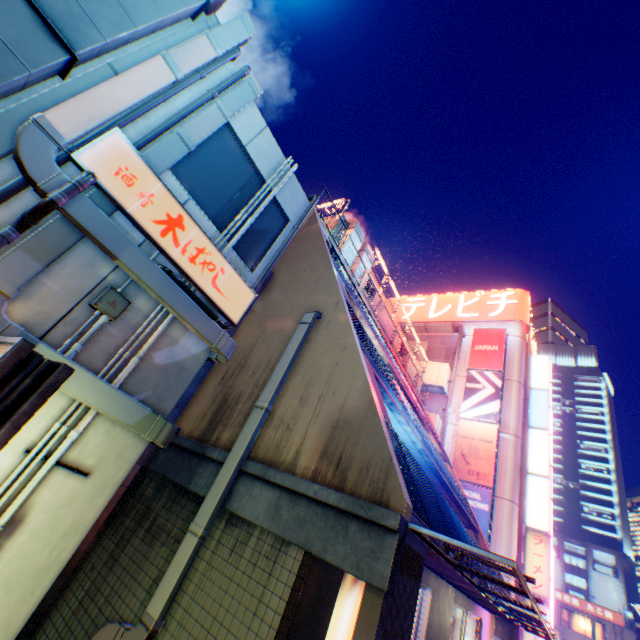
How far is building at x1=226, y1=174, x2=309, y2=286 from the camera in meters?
5.6

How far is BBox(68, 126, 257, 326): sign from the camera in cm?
370

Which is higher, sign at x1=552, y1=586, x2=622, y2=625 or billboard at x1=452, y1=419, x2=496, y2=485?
billboard at x1=452, y1=419, x2=496, y2=485

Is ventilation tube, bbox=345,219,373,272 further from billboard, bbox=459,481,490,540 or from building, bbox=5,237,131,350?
billboard, bbox=459,481,490,540

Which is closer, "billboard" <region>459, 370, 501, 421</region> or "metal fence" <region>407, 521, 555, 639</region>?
"metal fence" <region>407, 521, 555, 639</region>

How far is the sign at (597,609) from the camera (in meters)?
31.22

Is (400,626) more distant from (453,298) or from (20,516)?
(453,298)

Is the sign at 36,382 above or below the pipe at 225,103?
below
